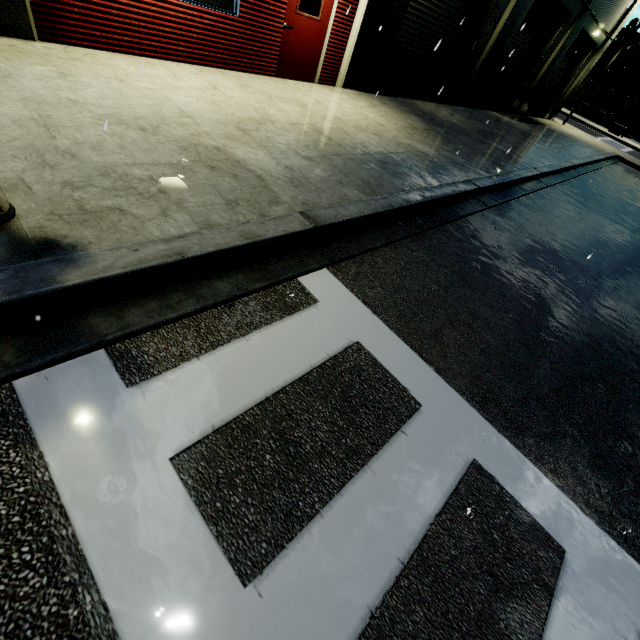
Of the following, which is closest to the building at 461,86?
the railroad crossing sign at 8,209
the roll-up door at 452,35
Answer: the roll-up door at 452,35

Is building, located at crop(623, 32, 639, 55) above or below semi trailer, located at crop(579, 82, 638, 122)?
above

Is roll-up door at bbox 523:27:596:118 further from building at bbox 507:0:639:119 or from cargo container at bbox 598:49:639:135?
cargo container at bbox 598:49:639:135

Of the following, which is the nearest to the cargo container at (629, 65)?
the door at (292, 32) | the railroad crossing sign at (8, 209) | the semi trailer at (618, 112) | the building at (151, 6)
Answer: the semi trailer at (618, 112)

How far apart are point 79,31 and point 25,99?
2.73m

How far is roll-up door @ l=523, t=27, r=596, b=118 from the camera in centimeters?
1950cm

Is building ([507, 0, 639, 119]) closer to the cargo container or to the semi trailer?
the semi trailer

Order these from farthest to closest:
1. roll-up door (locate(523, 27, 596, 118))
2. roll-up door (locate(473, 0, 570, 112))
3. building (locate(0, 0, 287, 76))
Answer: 1. roll-up door (locate(523, 27, 596, 118))
2. roll-up door (locate(473, 0, 570, 112))
3. building (locate(0, 0, 287, 76))
